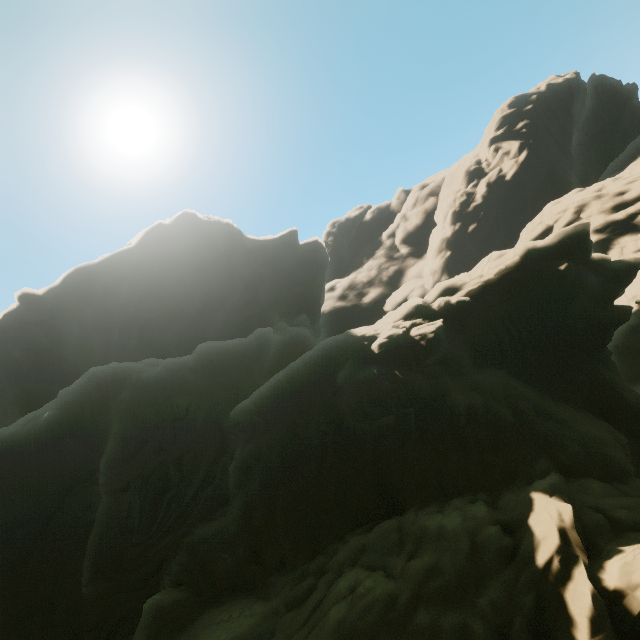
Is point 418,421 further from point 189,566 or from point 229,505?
point 189,566
